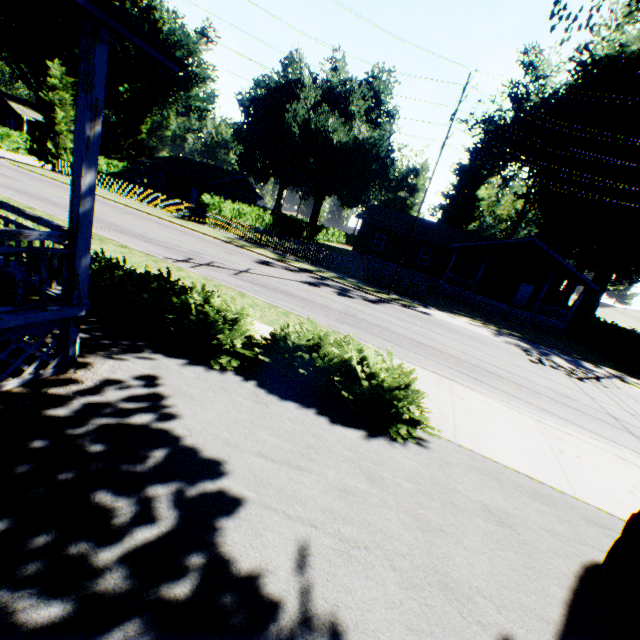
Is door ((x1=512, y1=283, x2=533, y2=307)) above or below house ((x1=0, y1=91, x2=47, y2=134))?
below

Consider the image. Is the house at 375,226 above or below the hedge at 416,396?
above

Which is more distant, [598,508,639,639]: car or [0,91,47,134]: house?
[0,91,47,134]: house

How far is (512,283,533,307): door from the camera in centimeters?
3069cm

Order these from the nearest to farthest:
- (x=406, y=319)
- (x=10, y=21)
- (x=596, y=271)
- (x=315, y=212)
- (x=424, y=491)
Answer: (x=424, y=491) → (x=406, y=319) → (x=10, y=21) → (x=596, y=271) → (x=315, y=212)

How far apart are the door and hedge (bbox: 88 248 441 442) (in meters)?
30.63

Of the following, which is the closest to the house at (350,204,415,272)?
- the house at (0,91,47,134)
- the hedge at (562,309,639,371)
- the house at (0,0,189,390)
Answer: the hedge at (562,309,639,371)

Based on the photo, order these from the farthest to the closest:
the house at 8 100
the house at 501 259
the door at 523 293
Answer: the house at 8 100 → the door at 523 293 → the house at 501 259
